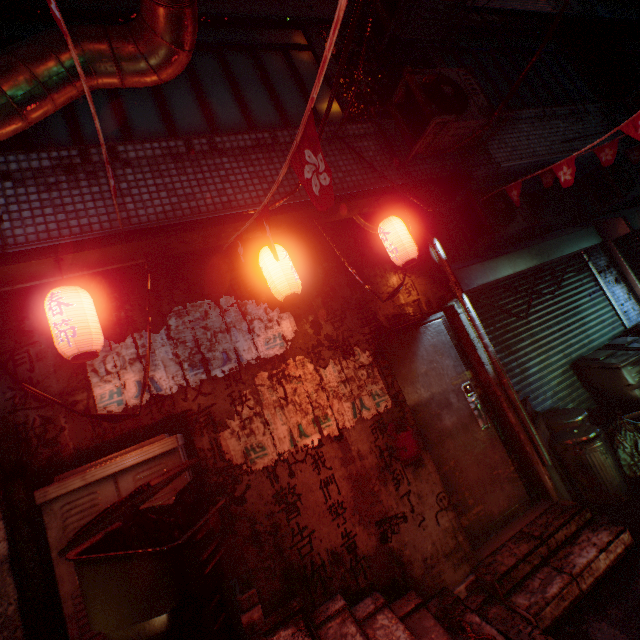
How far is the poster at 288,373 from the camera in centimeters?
247cm

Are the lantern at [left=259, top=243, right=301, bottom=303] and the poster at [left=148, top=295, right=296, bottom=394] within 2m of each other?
yes

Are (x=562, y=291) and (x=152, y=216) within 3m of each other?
no

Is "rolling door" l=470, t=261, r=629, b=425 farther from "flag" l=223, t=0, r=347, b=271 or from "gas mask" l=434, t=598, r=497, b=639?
"flag" l=223, t=0, r=347, b=271

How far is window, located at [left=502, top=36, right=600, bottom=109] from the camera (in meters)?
5.09

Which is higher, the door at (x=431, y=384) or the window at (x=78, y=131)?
the window at (x=78, y=131)

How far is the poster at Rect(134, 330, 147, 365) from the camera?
2.44m

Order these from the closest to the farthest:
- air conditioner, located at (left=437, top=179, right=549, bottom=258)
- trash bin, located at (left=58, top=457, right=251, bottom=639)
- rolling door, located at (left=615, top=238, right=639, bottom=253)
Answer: trash bin, located at (left=58, top=457, right=251, bottom=639)
air conditioner, located at (left=437, top=179, right=549, bottom=258)
rolling door, located at (left=615, top=238, right=639, bottom=253)
